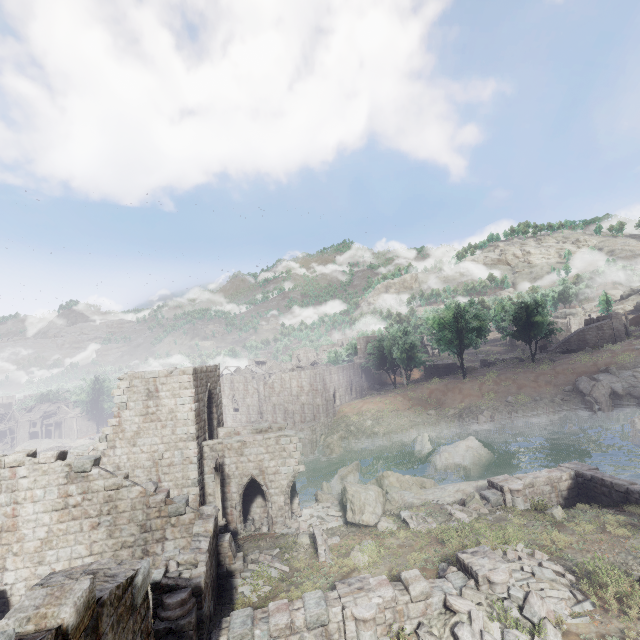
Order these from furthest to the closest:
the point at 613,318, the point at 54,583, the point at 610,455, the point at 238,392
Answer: the point at 238,392
the point at 613,318
the point at 610,455
the point at 54,583

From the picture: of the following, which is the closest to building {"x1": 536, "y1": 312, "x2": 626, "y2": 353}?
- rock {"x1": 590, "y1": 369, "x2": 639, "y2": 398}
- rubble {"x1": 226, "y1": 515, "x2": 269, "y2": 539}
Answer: rock {"x1": 590, "y1": 369, "x2": 639, "y2": 398}

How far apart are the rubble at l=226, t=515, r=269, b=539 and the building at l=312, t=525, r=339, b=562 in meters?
5.1 m

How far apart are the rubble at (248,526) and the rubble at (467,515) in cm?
1065

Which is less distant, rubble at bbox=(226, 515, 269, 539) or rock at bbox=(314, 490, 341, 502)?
rubble at bbox=(226, 515, 269, 539)

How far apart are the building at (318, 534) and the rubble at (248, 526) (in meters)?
5.09

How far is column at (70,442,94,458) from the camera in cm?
1817

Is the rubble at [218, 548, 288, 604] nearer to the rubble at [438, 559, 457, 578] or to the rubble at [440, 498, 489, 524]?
the rubble at [438, 559, 457, 578]
